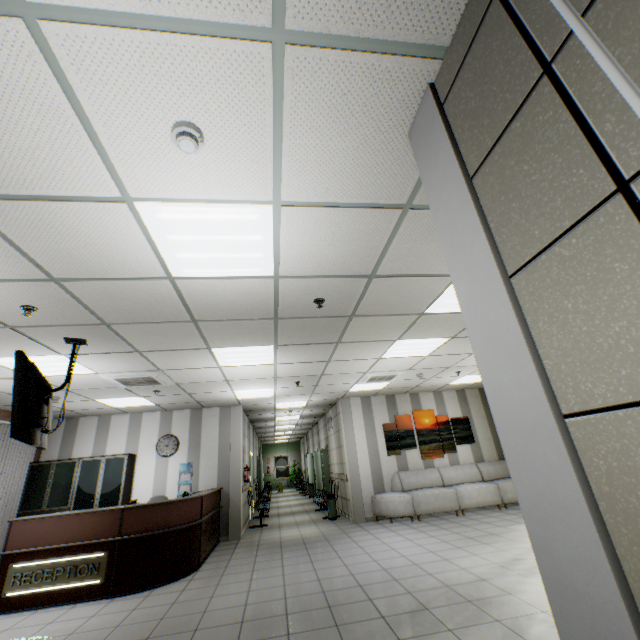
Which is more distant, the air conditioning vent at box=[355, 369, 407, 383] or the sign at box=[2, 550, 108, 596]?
the air conditioning vent at box=[355, 369, 407, 383]

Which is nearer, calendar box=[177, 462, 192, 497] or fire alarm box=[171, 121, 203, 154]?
fire alarm box=[171, 121, 203, 154]

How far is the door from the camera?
13.4 meters

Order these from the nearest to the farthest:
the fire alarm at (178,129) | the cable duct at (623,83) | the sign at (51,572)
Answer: the cable duct at (623,83) → the fire alarm at (178,129) → the sign at (51,572)

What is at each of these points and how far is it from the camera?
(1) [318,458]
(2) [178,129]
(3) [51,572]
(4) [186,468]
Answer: (1) door, 14.2 meters
(2) fire alarm, 1.7 meters
(3) sign, 4.8 meters
(4) calendar, 8.5 meters

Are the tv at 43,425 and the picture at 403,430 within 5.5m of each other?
no

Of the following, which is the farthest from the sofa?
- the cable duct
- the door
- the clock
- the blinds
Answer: the cable duct

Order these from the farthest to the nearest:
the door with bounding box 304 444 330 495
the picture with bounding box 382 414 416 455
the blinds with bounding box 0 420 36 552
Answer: the door with bounding box 304 444 330 495 < the picture with bounding box 382 414 416 455 < the blinds with bounding box 0 420 36 552
